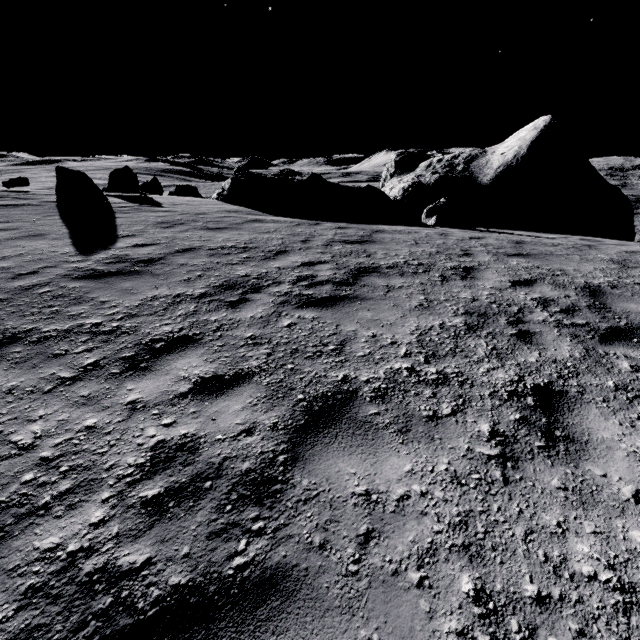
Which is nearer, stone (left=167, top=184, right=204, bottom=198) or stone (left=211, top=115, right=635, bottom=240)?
stone (left=211, top=115, right=635, bottom=240)

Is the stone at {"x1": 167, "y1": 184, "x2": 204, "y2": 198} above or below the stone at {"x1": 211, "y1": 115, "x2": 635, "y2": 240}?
below

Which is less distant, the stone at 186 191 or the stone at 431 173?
the stone at 431 173

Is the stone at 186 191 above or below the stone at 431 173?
below

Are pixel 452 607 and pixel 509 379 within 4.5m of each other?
yes

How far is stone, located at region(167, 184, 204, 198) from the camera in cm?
3875
